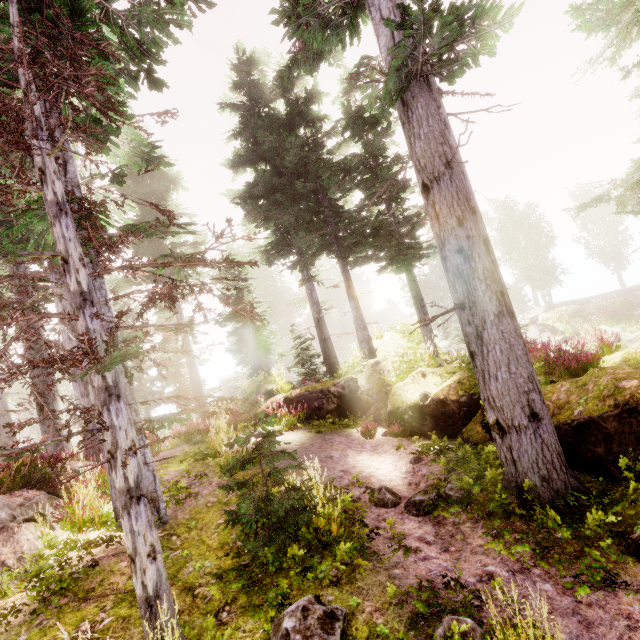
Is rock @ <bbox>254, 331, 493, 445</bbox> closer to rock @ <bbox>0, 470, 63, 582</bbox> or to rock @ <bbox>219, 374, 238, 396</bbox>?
rock @ <bbox>0, 470, 63, 582</bbox>

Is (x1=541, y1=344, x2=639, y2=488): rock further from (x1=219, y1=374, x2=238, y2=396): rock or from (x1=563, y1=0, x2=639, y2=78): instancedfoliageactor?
(x1=219, y1=374, x2=238, y2=396): rock

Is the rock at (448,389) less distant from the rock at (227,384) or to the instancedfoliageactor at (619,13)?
the instancedfoliageactor at (619,13)

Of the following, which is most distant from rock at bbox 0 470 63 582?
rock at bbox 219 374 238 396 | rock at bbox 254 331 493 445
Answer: rock at bbox 219 374 238 396

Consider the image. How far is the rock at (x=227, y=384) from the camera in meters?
47.8

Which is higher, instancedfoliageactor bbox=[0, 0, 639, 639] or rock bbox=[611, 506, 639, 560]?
instancedfoliageactor bbox=[0, 0, 639, 639]

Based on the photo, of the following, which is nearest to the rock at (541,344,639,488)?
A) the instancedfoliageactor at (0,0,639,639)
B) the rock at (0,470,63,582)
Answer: the instancedfoliageactor at (0,0,639,639)

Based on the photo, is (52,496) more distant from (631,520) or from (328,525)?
(631,520)
